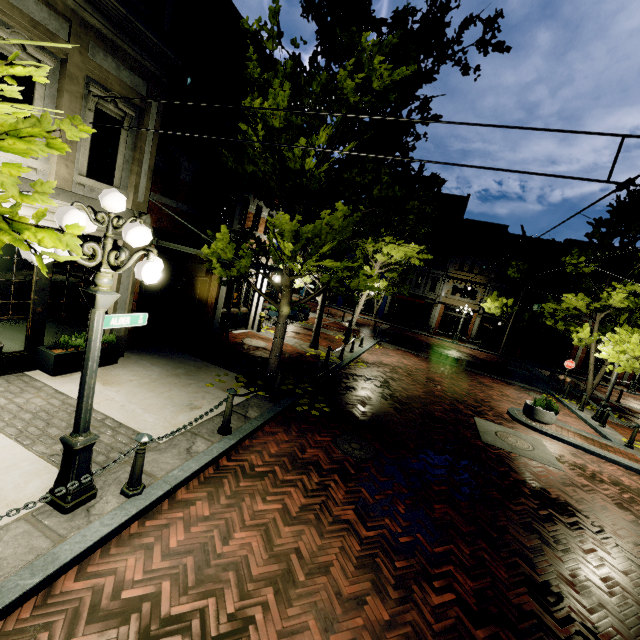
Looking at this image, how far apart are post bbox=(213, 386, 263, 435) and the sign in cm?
205

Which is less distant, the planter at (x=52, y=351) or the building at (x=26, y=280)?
the building at (x=26, y=280)

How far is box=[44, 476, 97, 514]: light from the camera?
3.7 meters

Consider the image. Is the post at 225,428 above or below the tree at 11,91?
below

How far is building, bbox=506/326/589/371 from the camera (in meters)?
30.56

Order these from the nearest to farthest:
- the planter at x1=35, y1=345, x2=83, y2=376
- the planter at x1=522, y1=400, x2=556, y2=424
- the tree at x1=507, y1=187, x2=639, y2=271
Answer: the planter at x1=35, y1=345, x2=83, y2=376
the planter at x1=522, y1=400, x2=556, y2=424
the tree at x1=507, y1=187, x2=639, y2=271

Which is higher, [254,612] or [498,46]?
[498,46]

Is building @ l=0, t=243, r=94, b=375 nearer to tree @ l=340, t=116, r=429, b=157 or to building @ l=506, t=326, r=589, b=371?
tree @ l=340, t=116, r=429, b=157
